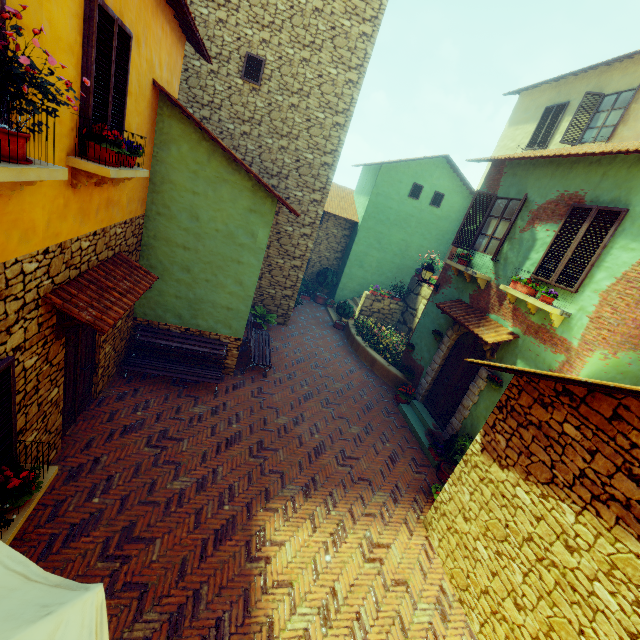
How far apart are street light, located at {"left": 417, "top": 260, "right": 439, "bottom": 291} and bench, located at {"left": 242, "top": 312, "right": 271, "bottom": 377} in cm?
521

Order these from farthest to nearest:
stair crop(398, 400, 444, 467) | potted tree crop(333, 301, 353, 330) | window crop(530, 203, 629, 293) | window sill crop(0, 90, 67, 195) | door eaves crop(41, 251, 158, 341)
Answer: potted tree crop(333, 301, 353, 330) < stair crop(398, 400, 444, 467) < window crop(530, 203, 629, 293) < door eaves crop(41, 251, 158, 341) < window sill crop(0, 90, 67, 195)

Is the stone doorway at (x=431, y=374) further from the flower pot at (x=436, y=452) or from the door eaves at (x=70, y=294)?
the door eaves at (x=70, y=294)

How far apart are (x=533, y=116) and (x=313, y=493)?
17.0m

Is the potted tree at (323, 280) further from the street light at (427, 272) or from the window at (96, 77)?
the street light at (427, 272)

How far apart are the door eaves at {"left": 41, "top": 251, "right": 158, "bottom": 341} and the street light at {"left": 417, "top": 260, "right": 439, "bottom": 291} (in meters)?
7.57

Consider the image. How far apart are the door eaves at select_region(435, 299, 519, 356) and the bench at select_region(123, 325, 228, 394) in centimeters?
601cm

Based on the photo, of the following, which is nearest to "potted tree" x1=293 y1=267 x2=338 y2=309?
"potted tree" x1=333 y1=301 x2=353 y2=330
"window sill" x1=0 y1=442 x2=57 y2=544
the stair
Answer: "potted tree" x1=333 y1=301 x2=353 y2=330
